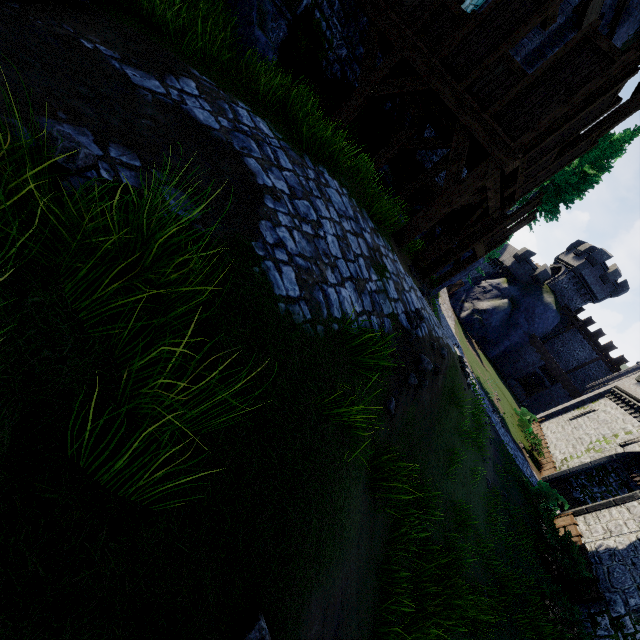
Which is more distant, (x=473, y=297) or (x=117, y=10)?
(x=473, y=297)

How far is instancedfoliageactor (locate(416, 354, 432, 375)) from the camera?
5.1 meters

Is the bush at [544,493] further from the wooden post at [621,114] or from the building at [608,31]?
the building at [608,31]

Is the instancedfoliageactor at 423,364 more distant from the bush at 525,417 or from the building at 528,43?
the bush at 525,417

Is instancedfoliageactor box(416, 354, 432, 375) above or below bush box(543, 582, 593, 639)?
above

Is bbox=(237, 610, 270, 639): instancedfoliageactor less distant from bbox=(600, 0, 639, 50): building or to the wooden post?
the wooden post

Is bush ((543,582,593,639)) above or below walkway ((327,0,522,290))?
below

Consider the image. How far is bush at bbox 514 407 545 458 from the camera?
24.0m
